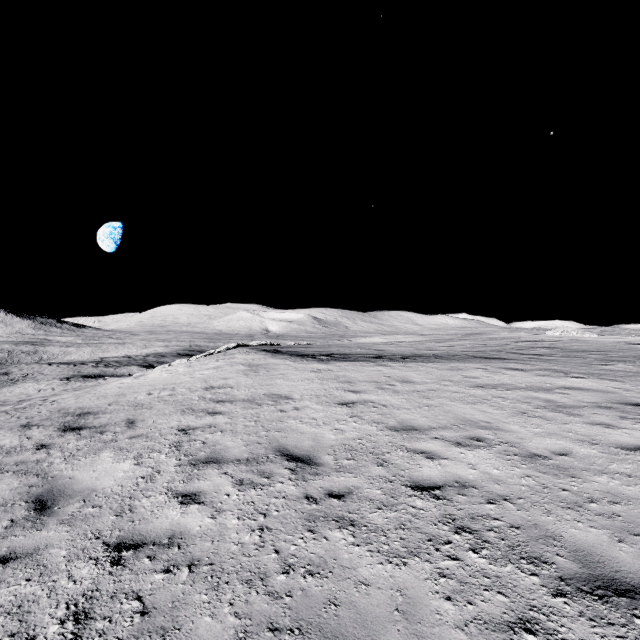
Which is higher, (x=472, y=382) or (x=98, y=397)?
(x=472, y=382)
